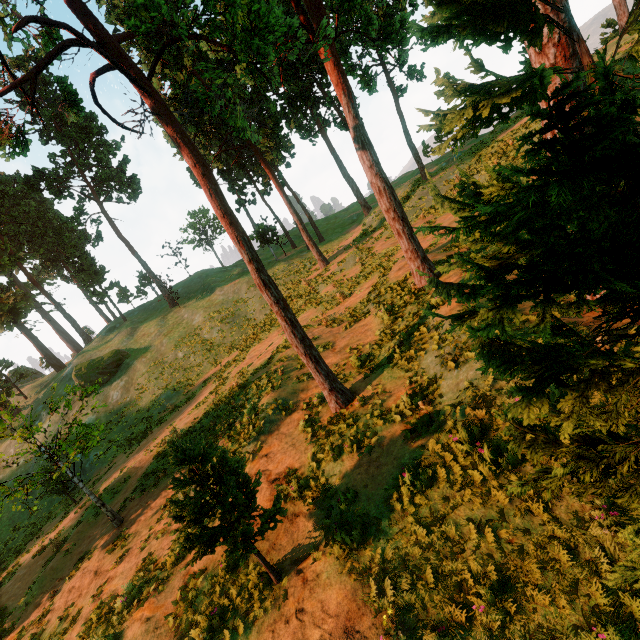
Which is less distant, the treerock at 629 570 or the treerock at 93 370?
the treerock at 629 570

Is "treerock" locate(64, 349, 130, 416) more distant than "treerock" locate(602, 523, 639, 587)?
Yes

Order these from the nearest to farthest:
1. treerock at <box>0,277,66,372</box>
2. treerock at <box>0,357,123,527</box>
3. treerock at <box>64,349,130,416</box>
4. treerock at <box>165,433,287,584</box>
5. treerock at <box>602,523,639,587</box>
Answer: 1. treerock at <box>602,523,639,587</box>
2. treerock at <box>165,433,287,584</box>
3. treerock at <box>0,357,123,527</box>
4. treerock at <box>64,349,130,416</box>
5. treerock at <box>0,277,66,372</box>

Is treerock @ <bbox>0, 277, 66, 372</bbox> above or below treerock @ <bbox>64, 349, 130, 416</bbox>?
above

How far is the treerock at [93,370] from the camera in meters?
16.0

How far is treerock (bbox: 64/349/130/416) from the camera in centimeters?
1595cm

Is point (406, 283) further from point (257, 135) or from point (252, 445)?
point (252, 445)
